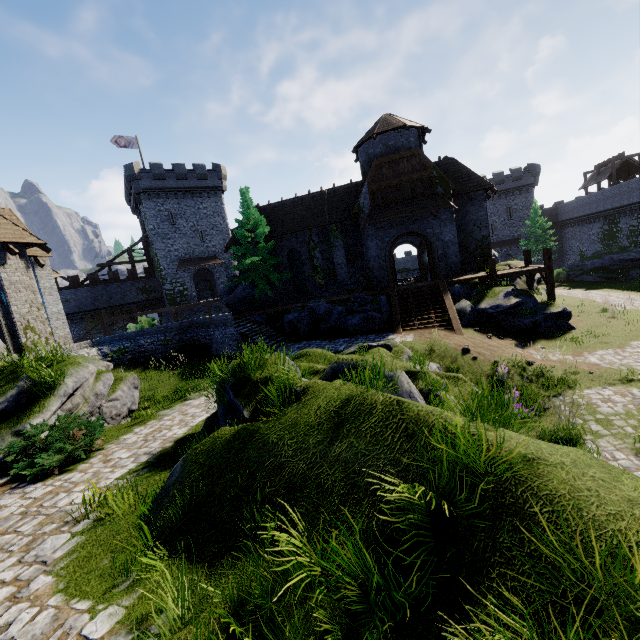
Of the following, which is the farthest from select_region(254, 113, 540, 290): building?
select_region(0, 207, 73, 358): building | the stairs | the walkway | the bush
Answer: the bush

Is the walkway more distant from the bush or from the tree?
the bush

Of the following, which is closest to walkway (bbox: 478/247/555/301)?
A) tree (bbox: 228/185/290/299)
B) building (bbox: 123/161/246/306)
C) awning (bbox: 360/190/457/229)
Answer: awning (bbox: 360/190/457/229)

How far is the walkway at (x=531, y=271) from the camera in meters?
18.8 m

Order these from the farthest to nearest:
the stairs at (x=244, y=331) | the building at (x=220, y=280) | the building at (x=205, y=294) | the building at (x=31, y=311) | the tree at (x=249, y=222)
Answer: the building at (x=205, y=294)
the building at (x=220, y=280)
the tree at (x=249, y=222)
the stairs at (x=244, y=331)
the building at (x=31, y=311)

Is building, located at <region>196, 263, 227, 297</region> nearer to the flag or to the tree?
the flag

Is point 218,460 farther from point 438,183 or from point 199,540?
point 438,183

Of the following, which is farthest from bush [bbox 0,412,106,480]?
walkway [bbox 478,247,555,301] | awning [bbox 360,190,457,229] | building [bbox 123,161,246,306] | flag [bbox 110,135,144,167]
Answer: flag [bbox 110,135,144,167]
